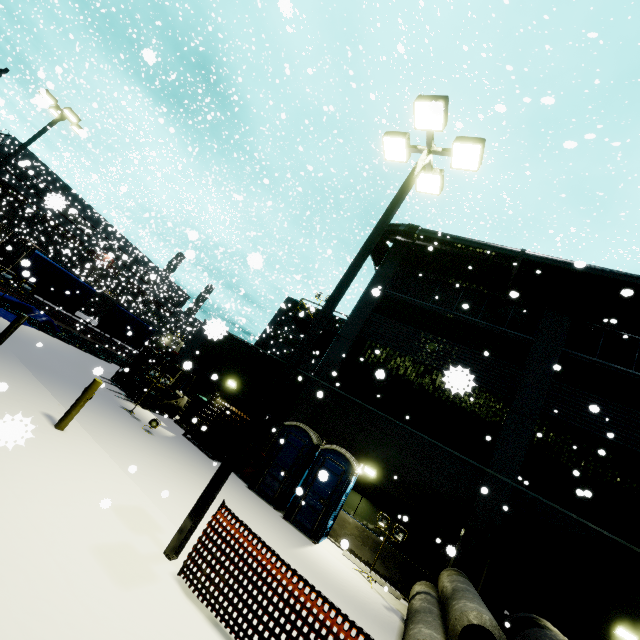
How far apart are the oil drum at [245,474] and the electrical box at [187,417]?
2.16m

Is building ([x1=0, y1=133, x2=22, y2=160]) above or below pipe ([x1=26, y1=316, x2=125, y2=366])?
above

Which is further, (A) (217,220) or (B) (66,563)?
(A) (217,220)

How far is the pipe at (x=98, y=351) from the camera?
16.39m

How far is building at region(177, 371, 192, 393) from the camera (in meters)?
17.55

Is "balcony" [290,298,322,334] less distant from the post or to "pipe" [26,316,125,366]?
"pipe" [26,316,125,366]

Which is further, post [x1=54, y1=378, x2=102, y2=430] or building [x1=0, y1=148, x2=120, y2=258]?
building [x1=0, y1=148, x2=120, y2=258]

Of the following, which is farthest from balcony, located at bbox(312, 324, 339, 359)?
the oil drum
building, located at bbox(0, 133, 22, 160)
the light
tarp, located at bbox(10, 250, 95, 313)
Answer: the light
